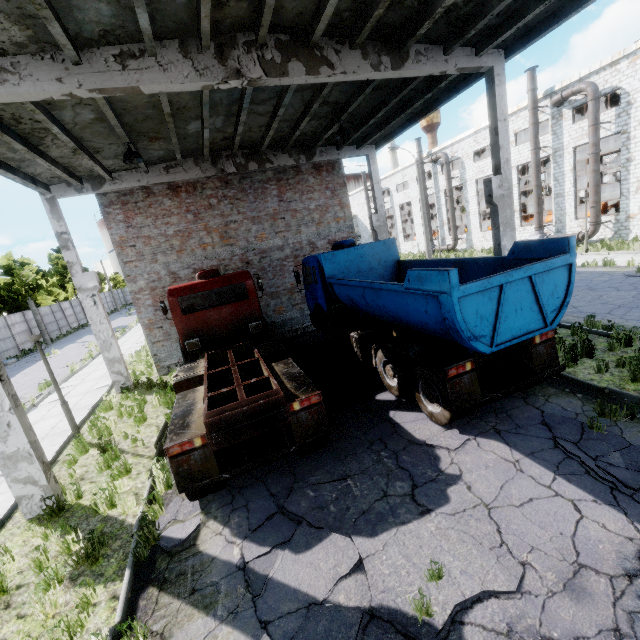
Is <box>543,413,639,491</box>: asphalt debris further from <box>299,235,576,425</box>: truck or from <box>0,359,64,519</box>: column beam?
<box>0,359,64,519</box>: column beam

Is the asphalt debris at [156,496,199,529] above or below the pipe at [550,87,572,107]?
below

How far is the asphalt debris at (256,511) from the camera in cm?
512

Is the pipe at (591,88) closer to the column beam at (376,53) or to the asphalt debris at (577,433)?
the column beam at (376,53)

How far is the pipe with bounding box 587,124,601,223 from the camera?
20.7 meters

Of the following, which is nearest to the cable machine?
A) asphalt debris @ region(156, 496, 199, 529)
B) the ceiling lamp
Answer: the ceiling lamp

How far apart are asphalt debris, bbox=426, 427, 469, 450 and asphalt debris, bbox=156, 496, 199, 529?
4.2 meters

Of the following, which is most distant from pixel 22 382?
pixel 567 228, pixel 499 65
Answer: pixel 567 228
